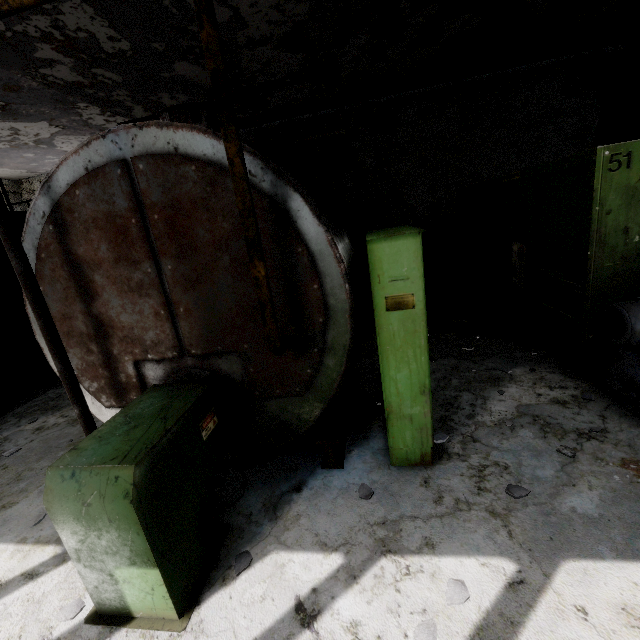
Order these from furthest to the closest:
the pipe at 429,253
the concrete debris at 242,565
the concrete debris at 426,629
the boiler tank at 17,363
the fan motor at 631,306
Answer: the pipe at 429,253
the boiler tank at 17,363
the fan motor at 631,306
the concrete debris at 242,565
the concrete debris at 426,629

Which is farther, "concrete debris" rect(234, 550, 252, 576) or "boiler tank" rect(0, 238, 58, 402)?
"boiler tank" rect(0, 238, 58, 402)

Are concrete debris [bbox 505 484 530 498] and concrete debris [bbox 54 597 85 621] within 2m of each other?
no

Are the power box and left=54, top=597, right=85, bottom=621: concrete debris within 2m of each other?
no

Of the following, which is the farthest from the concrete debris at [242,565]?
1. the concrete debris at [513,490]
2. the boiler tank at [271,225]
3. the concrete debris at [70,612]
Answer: the concrete debris at [513,490]

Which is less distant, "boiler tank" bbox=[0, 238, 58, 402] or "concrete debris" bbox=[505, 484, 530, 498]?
"concrete debris" bbox=[505, 484, 530, 498]

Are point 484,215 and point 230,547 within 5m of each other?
no

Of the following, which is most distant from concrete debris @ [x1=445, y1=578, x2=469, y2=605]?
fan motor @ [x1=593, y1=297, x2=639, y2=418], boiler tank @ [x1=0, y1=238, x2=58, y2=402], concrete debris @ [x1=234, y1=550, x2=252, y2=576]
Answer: boiler tank @ [x1=0, y1=238, x2=58, y2=402]
